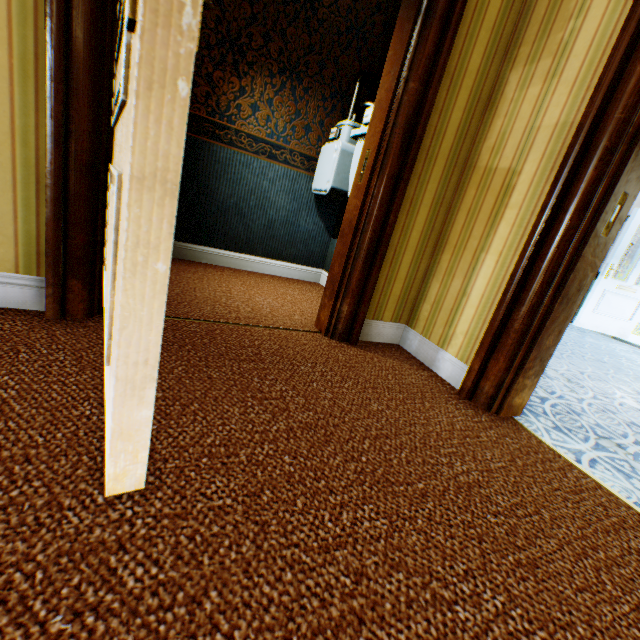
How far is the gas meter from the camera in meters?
2.5 m

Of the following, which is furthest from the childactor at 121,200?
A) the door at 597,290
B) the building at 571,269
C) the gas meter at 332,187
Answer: the door at 597,290

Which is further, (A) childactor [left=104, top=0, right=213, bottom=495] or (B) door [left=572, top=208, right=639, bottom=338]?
(B) door [left=572, top=208, right=639, bottom=338]

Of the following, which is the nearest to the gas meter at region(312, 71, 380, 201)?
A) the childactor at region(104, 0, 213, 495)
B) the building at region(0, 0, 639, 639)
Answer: the building at region(0, 0, 639, 639)

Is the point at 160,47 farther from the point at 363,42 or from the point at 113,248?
the point at 363,42

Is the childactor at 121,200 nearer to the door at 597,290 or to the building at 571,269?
the building at 571,269

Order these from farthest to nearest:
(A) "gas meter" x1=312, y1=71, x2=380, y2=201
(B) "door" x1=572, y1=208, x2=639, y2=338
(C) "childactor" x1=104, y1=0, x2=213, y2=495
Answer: (B) "door" x1=572, y1=208, x2=639, y2=338 → (A) "gas meter" x1=312, y1=71, x2=380, y2=201 → (C) "childactor" x1=104, y1=0, x2=213, y2=495

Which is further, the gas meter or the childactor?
the gas meter
